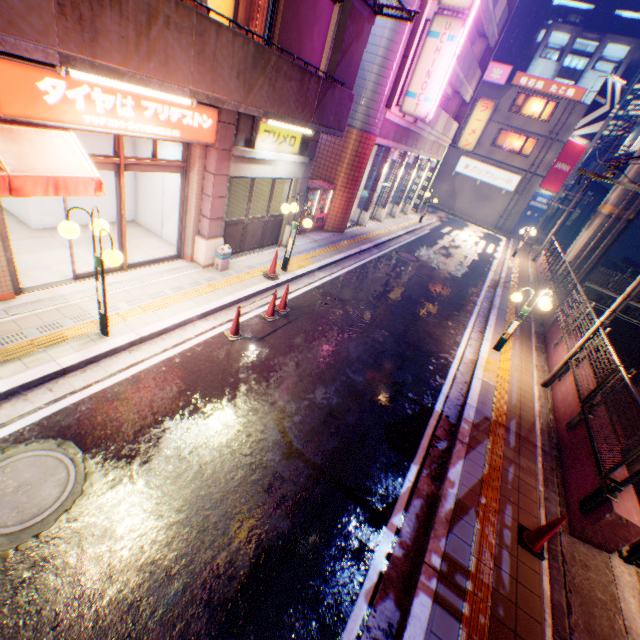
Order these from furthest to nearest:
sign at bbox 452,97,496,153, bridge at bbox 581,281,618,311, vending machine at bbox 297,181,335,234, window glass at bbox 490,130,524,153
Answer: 1. window glass at bbox 490,130,524,153
2. bridge at bbox 581,281,618,311
3. sign at bbox 452,97,496,153
4. vending machine at bbox 297,181,335,234

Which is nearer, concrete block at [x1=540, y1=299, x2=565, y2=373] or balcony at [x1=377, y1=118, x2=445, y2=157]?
concrete block at [x1=540, y1=299, x2=565, y2=373]

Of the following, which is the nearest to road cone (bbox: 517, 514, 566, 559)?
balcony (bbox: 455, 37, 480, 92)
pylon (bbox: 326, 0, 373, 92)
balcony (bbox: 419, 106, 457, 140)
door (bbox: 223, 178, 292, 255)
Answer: door (bbox: 223, 178, 292, 255)

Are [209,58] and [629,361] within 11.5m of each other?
no

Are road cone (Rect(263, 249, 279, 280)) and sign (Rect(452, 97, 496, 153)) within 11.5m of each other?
no

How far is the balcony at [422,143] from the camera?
14.78m

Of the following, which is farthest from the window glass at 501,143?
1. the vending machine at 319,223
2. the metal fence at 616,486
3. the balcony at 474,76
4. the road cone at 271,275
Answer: the road cone at 271,275

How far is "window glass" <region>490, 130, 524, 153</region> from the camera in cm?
3103
